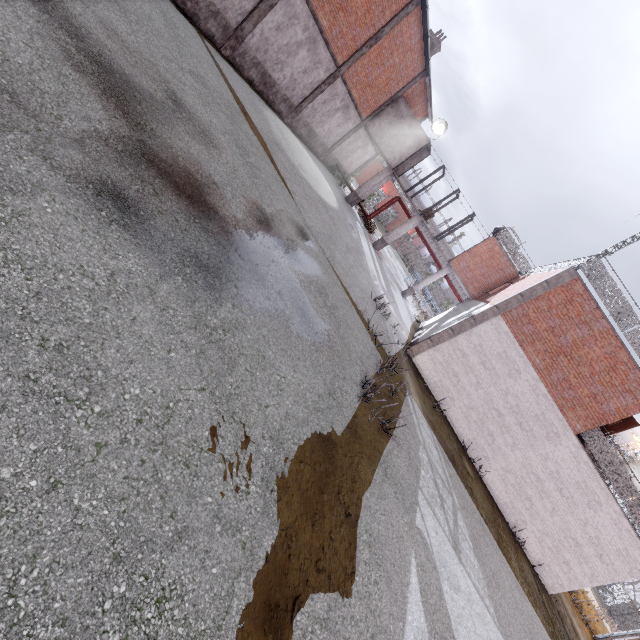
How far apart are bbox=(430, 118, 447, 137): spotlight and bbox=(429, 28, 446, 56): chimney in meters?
5.5

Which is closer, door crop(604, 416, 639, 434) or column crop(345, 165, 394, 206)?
door crop(604, 416, 639, 434)

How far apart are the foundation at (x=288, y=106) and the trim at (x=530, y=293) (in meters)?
14.82

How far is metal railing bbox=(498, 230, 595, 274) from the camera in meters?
13.6

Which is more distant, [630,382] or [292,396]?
[630,382]

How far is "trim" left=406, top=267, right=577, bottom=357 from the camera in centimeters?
1261cm

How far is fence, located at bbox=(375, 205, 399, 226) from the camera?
45.3m

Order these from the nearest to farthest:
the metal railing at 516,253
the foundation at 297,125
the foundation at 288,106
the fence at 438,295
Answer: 1. the metal railing at 516,253
2. the foundation at 288,106
3. the foundation at 297,125
4. the fence at 438,295
